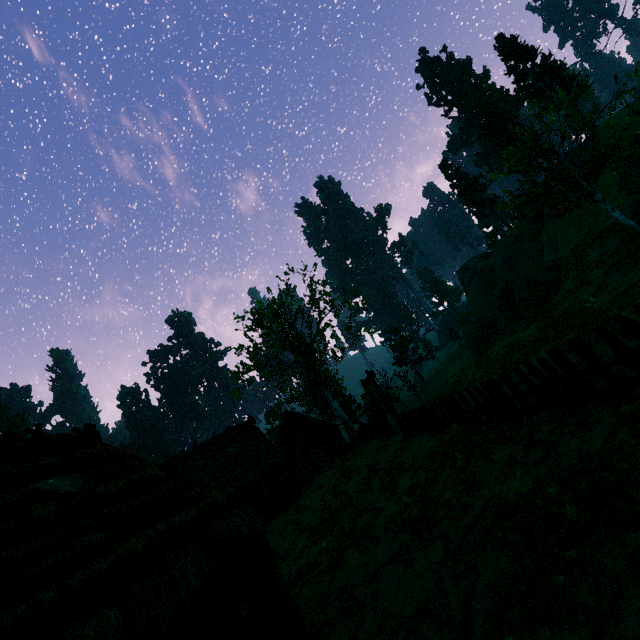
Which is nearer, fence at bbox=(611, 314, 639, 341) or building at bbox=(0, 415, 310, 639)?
building at bbox=(0, 415, 310, 639)

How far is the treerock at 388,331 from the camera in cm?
5381

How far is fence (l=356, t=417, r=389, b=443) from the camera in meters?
21.4

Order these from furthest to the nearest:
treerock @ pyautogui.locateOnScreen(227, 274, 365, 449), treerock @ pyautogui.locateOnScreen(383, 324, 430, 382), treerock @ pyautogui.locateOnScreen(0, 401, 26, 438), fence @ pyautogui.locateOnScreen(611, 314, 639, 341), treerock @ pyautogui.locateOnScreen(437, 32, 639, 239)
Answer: treerock @ pyautogui.locateOnScreen(0, 401, 26, 438), treerock @ pyautogui.locateOnScreen(383, 324, 430, 382), treerock @ pyautogui.locateOnScreen(227, 274, 365, 449), treerock @ pyautogui.locateOnScreen(437, 32, 639, 239), fence @ pyautogui.locateOnScreen(611, 314, 639, 341)

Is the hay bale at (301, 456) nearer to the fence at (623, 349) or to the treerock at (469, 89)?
the treerock at (469, 89)

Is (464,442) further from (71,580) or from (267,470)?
(267,470)

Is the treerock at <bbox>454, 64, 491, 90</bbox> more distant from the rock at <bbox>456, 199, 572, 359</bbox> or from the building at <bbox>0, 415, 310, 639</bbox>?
the rock at <bbox>456, 199, 572, 359</bbox>

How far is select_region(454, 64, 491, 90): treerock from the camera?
57.7 meters
